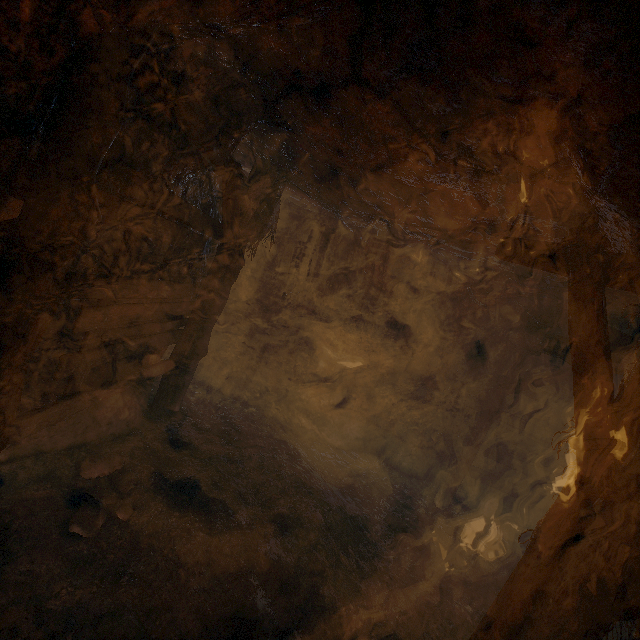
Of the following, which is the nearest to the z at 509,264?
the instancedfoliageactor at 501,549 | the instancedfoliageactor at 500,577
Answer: the instancedfoliageactor at 500,577

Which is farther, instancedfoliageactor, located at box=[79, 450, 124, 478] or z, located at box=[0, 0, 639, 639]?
instancedfoliageactor, located at box=[79, 450, 124, 478]

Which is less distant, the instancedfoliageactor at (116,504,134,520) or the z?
the z

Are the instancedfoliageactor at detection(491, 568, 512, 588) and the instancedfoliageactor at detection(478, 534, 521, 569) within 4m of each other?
yes

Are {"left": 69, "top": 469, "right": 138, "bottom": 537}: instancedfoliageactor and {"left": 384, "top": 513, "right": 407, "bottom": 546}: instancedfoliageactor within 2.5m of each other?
no

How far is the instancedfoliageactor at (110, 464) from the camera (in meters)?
3.74

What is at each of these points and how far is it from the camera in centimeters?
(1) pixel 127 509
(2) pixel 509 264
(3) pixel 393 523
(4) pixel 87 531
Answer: (1) instancedfoliageactor, 350cm
(2) z, 481cm
(3) instancedfoliageactor, 539cm
(4) instancedfoliageactor, 312cm

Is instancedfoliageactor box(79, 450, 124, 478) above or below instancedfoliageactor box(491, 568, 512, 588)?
below
